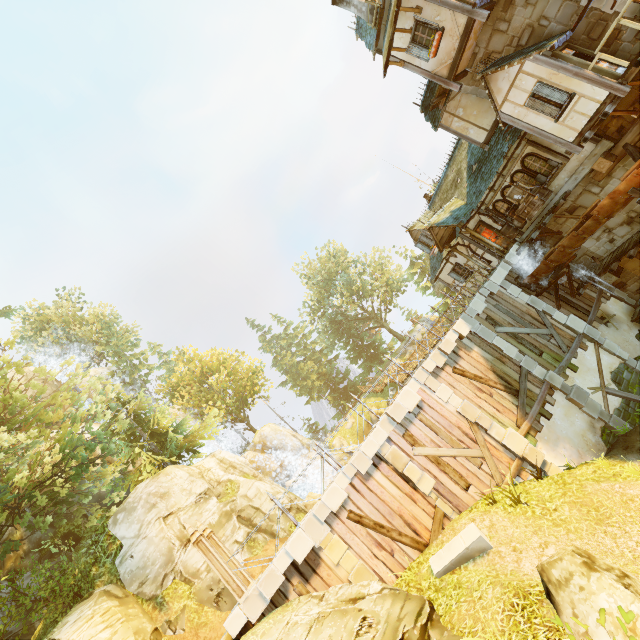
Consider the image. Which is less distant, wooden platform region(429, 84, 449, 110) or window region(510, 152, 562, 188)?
window region(510, 152, 562, 188)

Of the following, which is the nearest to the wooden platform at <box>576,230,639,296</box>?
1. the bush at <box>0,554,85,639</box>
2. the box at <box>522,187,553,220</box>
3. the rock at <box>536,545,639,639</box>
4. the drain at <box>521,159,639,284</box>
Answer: the drain at <box>521,159,639,284</box>

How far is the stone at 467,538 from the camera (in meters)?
8.72

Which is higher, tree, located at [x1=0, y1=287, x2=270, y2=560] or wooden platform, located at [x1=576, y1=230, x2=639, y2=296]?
tree, located at [x1=0, y1=287, x2=270, y2=560]

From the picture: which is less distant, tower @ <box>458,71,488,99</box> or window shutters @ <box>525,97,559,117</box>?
window shutters @ <box>525,97,559,117</box>

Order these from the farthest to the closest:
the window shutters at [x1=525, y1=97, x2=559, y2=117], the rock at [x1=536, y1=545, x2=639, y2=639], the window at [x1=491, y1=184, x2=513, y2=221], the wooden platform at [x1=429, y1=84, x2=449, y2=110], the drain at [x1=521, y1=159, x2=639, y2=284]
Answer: the window at [x1=491, y1=184, x2=513, y2=221], the wooden platform at [x1=429, y1=84, x2=449, y2=110], the window shutters at [x1=525, y1=97, x2=559, y2=117], the drain at [x1=521, y1=159, x2=639, y2=284], the rock at [x1=536, y1=545, x2=639, y2=639]

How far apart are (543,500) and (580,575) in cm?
449

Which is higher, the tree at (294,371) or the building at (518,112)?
the tree at (294,371)
